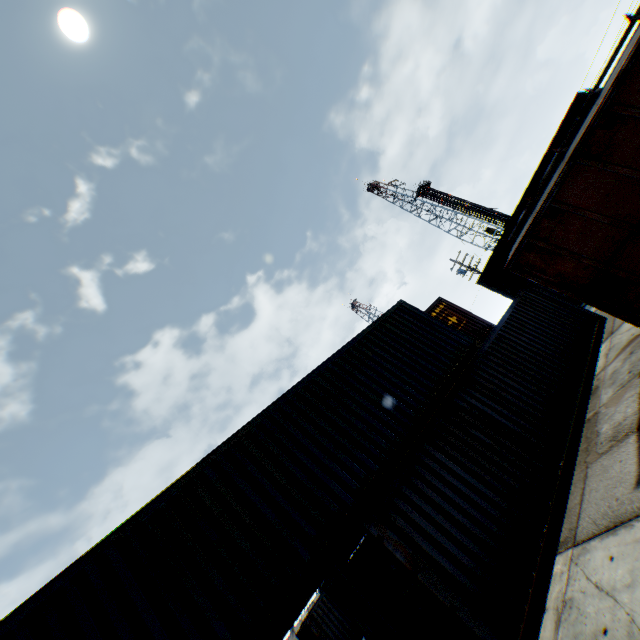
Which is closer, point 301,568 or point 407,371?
point 301,568

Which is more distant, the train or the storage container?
the train

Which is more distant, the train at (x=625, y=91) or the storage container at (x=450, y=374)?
the train at (x=625, y=91)
